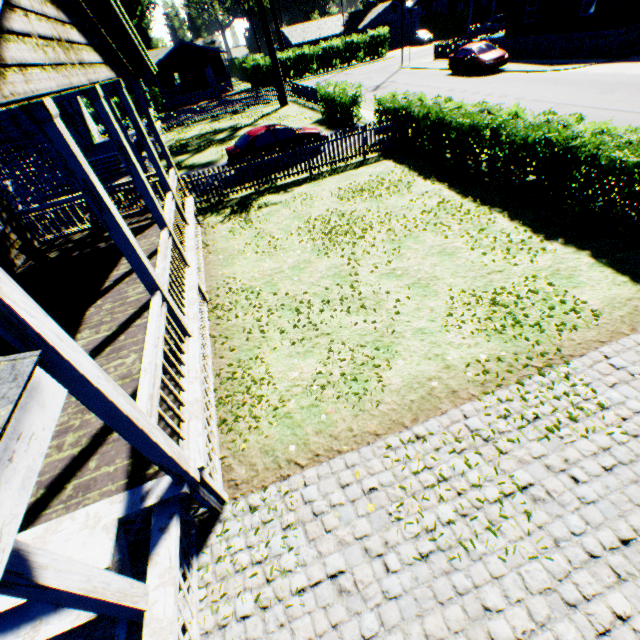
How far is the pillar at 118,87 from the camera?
7.0m

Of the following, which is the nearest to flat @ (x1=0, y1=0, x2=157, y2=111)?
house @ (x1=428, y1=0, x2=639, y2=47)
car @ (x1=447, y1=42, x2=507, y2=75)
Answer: car @ (x1=447, y1=42, x2=507, y2=75)

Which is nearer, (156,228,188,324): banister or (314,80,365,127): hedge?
(156,228,188,324): banister

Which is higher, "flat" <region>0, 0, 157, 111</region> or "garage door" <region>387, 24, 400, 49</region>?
"flat" <region>0, 0, 157, 111</region>

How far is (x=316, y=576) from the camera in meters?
3.6 m

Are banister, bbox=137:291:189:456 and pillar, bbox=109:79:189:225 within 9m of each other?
yes

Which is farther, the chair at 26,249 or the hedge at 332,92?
the hedge at 332,92

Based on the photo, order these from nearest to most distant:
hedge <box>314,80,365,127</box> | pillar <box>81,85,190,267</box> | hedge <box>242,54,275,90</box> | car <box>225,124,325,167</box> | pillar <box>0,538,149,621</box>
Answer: pillar <box>0,538,149,621</box>
pillar <box>81,85,190,267</box>
car <box>225,124,325,167</box>
hedge <box>314,80,365,127</box>
hedge <box>242,54,275,90</box>
